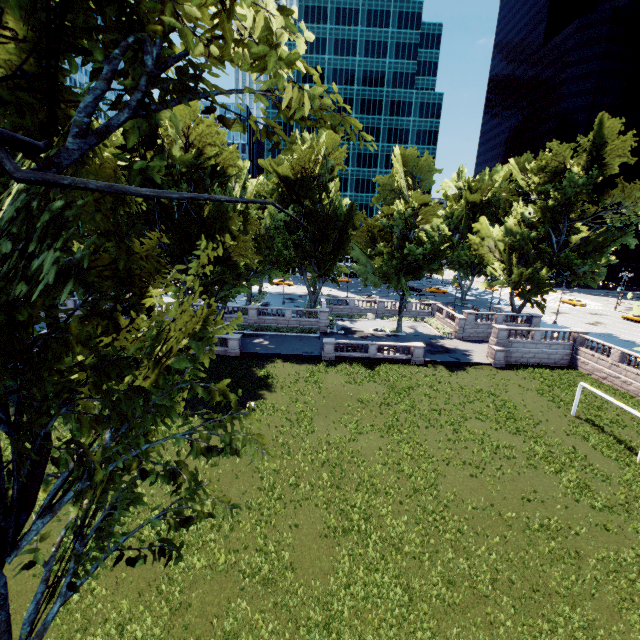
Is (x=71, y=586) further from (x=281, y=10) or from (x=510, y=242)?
(x=510, y=242)
